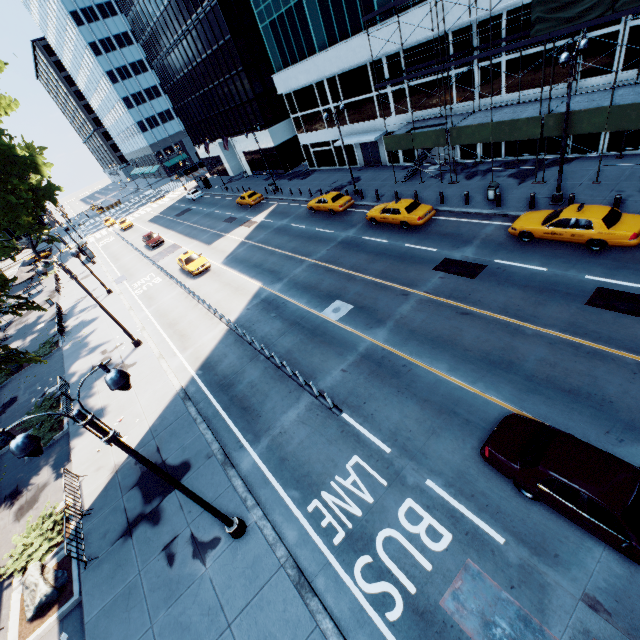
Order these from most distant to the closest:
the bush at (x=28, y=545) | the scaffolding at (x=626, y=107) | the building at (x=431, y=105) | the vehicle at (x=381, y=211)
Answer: the building at (x=431, y=105), the vehicle at (x=381, y=211), the scaffolding at (x=626, y=107), the bush at (x=28, y=545)

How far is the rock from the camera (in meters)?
10.60

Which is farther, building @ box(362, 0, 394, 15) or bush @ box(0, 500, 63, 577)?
Result: building @ box(362, 0, 394, 15)

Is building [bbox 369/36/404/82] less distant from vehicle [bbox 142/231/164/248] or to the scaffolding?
the scaffolding

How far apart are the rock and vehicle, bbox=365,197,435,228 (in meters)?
23.95

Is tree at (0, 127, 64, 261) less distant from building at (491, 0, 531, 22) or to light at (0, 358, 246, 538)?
light at (0, 358, 246, 538)

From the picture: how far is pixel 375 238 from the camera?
22.81m

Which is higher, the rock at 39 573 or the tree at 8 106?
the tree at 8 106
